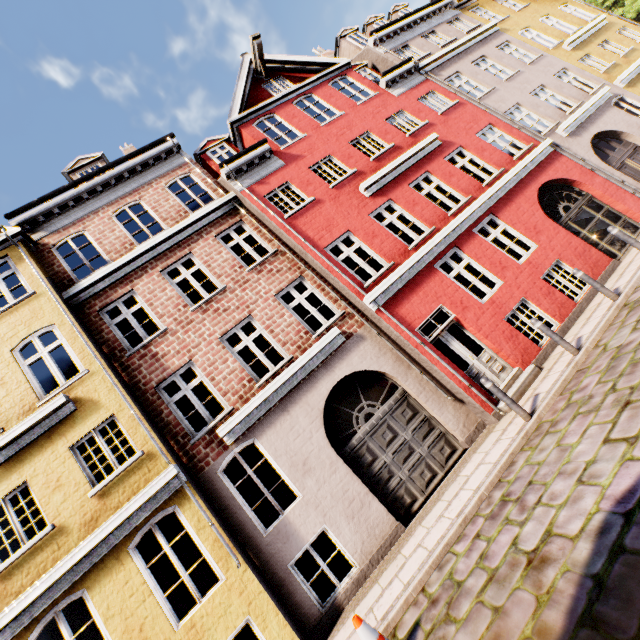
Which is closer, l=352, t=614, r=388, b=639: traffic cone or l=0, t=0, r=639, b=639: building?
l=352, t=614, r=388, b=639: traffic cone

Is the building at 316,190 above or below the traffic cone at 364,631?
above

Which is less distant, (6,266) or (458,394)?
(458,394)

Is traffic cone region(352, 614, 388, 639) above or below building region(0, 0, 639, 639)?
below

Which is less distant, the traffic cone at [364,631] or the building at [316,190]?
the traffic cone at [364,631]
